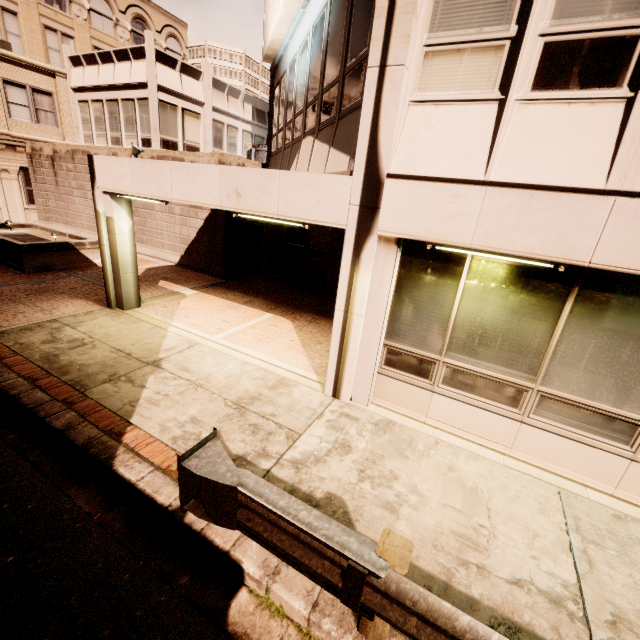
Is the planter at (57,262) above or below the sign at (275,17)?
below

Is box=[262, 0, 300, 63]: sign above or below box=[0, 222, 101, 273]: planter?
above

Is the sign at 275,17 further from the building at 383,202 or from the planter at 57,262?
the planter at 57,262

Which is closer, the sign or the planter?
the sign

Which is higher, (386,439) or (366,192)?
(366,192)

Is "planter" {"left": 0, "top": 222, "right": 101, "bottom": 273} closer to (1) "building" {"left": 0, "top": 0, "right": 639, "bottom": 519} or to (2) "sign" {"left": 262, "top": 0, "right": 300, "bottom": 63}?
(1) "building" {"left": 0, "top": 0, "right": 639, "bottom": 519}

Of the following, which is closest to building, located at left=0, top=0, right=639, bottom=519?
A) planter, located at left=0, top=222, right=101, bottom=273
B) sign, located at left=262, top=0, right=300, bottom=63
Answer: sign, located at left=262, top=0, right=300, bottom=63
